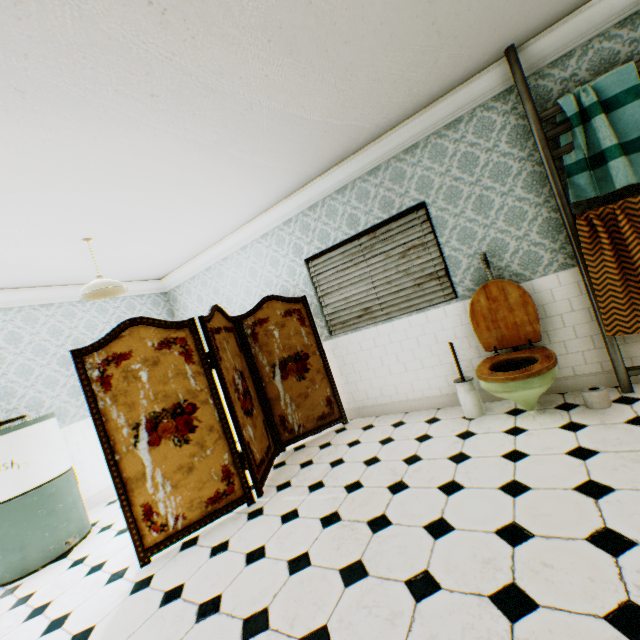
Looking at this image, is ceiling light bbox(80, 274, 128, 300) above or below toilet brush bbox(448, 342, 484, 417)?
above

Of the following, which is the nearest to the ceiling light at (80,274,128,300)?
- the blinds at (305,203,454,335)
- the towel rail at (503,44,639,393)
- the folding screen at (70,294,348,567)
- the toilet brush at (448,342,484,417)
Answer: the folding screen at (70,294,348,567)

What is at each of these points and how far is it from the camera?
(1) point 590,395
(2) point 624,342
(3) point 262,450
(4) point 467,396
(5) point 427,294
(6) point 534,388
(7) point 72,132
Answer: (1) paper towel, 2.7m
(2) building, 2.9m
(3) folding screen, 3.6m
(4) toilet brush, 3.3m
(5) blinds, 3.8m
(6) toilet, 2.5m
(7) building, 2.2m

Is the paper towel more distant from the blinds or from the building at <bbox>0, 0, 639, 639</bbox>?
the blinds

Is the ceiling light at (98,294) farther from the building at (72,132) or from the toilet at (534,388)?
the toilet at (534,388)

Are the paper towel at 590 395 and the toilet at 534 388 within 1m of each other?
yes

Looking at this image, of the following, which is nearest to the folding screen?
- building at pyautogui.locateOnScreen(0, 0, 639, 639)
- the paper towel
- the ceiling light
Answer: building at pyautogui.locateOnScreen(0, 0, 639, 639)

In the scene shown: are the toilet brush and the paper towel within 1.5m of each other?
yes
